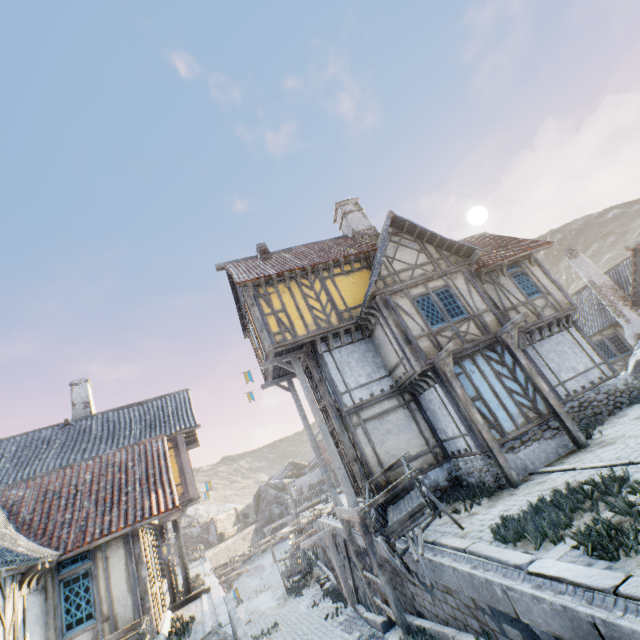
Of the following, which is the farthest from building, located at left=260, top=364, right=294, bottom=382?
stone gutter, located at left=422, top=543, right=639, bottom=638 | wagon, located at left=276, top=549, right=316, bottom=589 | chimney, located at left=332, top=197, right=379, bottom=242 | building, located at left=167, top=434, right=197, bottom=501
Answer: wagon, located at left=276, top=549, right=316, bottom=589

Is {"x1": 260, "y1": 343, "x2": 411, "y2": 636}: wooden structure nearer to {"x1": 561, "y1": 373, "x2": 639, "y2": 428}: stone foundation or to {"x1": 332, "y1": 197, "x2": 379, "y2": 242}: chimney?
{"x1": 561, "y1": 373, "x2": 639, "y2": 428}: stone foundation

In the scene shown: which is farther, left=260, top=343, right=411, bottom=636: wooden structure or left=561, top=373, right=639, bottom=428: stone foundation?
left=561, top=373, right=639, bottom=428: stone foundation

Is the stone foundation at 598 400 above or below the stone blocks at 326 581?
above

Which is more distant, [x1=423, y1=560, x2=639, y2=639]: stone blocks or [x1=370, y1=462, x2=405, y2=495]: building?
[x1=370, y1=462, x2=405, y2=495]: building

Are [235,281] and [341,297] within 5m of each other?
yes

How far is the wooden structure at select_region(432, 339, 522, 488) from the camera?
8.95m

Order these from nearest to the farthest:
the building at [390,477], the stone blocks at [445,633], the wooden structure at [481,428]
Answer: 1. the stone blocks at [445,633]
2. the wooden structure at [481,428]
3. the building at [390,477]
